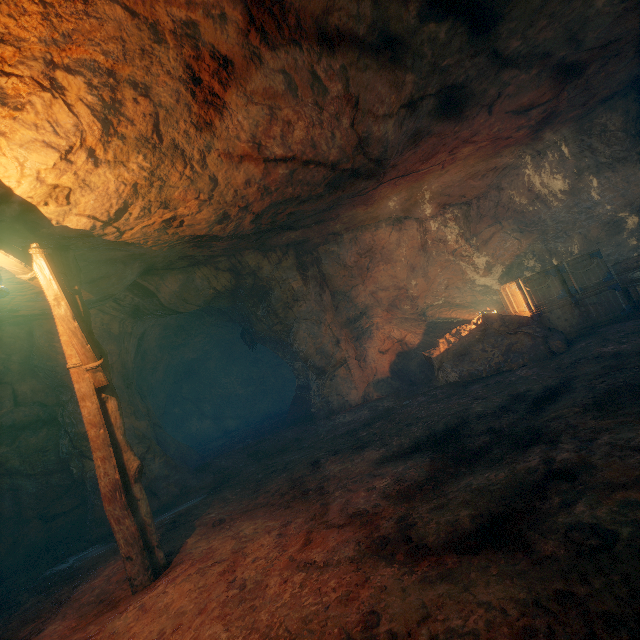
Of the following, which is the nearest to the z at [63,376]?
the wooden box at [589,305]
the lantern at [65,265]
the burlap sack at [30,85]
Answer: the burlap sack at [30,85]

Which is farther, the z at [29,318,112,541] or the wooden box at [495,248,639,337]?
the wooden box at [495,248,639,337]

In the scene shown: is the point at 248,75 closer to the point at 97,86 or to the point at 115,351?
the point at 97,86

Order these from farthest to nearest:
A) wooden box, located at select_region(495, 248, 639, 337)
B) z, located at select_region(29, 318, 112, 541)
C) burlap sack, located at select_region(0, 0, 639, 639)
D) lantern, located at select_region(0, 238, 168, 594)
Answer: wooden box, located at select_region(495, 248, 639, 337) → z, located at select_region(29, 318, 112, 541) → lantern, located at select_region(0, 238, 168, 594) → burlap sack, located at select_region(0, 0, 639, 639)

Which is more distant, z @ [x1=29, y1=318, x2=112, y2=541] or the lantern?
z @ [x1=29, y1=318, x2=112, y2=541]

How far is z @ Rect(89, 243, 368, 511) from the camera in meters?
8.0

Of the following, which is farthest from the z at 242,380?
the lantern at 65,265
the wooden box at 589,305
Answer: the wooden box at 589,305

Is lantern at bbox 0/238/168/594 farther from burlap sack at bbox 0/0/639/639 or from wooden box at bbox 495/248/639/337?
wooden box at bbox 495/248/639/337
